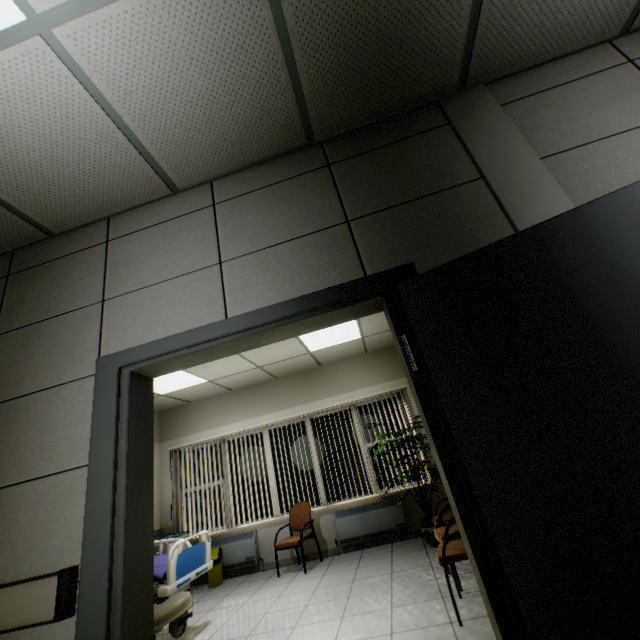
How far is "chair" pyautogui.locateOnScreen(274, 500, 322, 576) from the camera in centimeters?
500cm

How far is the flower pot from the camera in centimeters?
456cm

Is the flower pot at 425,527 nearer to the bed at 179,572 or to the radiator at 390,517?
the radiator at 390,517

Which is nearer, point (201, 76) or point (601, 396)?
point (601, 396)

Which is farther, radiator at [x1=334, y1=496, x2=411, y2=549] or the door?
radiator at [x1=334, y1=496, x2=411, y2=549]

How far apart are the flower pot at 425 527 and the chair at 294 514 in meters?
1.9 m

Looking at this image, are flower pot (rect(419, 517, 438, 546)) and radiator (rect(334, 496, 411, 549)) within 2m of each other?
yes

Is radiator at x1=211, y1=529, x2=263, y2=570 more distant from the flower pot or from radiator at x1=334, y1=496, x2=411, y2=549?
the flower pot
